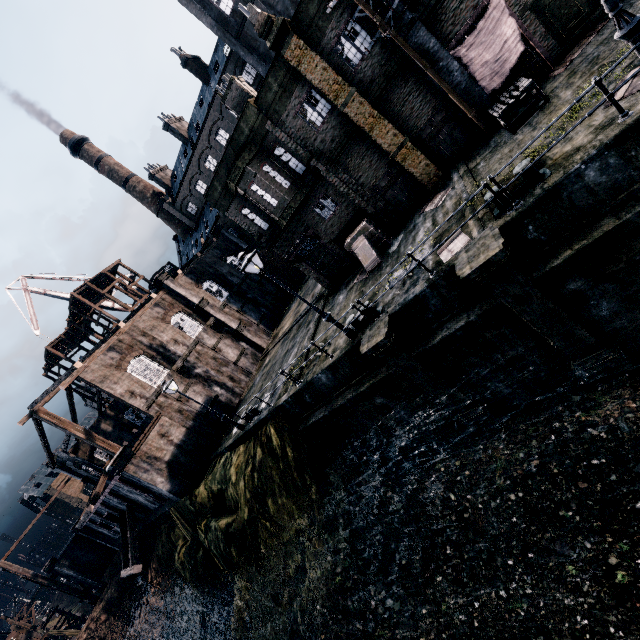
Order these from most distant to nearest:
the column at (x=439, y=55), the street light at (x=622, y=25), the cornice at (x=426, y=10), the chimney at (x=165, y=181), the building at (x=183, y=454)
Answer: the chimney at (x=165, y=181) → the building at (x=183, y=454) → the column at (x=439, y=55) → the cornice at (x=426, y=10) → the street light at (x=622, y=25)

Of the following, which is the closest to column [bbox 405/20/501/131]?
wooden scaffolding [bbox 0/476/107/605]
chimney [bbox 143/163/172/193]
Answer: chimney [bbox 143/163/172/193]

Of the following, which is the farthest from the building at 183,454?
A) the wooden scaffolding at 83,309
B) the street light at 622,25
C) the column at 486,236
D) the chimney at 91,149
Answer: the street light at 622,25

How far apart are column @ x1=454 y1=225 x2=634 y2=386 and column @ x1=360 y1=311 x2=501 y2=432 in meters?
2.9 m

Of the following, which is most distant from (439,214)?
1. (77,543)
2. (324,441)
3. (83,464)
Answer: (77,543)

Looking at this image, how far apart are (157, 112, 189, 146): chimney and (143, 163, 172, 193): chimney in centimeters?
755cm

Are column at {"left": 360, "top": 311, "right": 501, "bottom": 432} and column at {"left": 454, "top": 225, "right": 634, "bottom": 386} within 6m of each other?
yes

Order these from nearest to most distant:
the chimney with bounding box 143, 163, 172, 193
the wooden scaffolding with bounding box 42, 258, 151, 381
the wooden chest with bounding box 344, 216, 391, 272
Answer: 1. the wooden chest with bounding box 344, 216, 391, 272
2. the wooden scaffolding with bounding box 42, 258, 151, 381
3. the chimney with bounding box 143, 163, 172, 193
